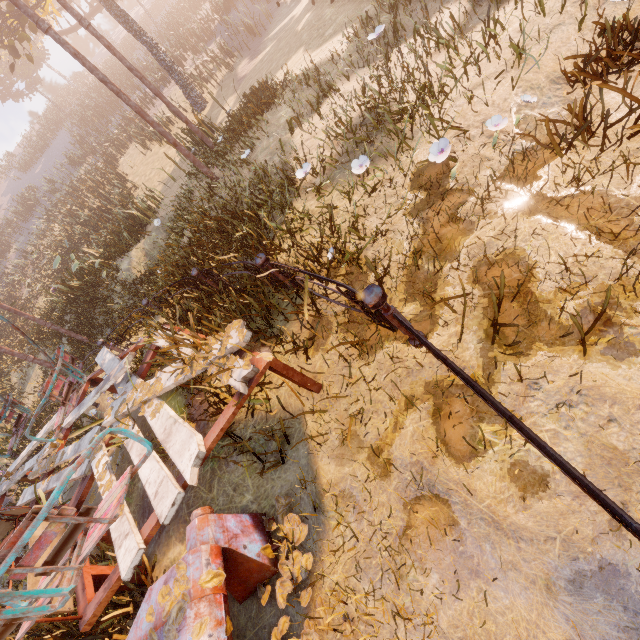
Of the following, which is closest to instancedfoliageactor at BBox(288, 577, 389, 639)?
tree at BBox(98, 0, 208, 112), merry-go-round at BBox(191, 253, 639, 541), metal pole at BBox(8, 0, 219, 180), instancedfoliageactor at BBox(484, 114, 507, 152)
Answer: merry-go-round at BBox(191, 253, 639, 541)

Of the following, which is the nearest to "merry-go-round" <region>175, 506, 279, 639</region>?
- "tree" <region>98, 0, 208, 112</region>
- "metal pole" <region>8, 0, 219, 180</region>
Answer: "metal pole" <region>8, 0, 219, 180</region>

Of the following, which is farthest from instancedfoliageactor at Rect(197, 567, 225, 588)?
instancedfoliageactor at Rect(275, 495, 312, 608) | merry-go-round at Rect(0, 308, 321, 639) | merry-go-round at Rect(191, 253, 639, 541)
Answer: merry-go-round at Rect(191, 253, 639, 541)

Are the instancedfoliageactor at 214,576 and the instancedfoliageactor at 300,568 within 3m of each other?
yes

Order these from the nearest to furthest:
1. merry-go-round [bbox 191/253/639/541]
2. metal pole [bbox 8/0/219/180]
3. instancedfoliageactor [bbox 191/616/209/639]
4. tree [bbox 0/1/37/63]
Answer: merry-go-round [bbox 191/253/639/541], instancedfoliageactor [bbox 191/616/209/639], metal pole [bbox 8/0/219/180], tree [bbox 0/1/37/63]

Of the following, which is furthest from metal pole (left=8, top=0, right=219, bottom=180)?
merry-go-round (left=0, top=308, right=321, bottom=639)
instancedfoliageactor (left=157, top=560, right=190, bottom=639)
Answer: instancedfoliageactor (left=157, top=560, right=190, bottom=639)

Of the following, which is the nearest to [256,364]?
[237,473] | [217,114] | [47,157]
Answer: [237,473]

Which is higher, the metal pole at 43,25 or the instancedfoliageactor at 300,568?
the metal pole at 43,25
